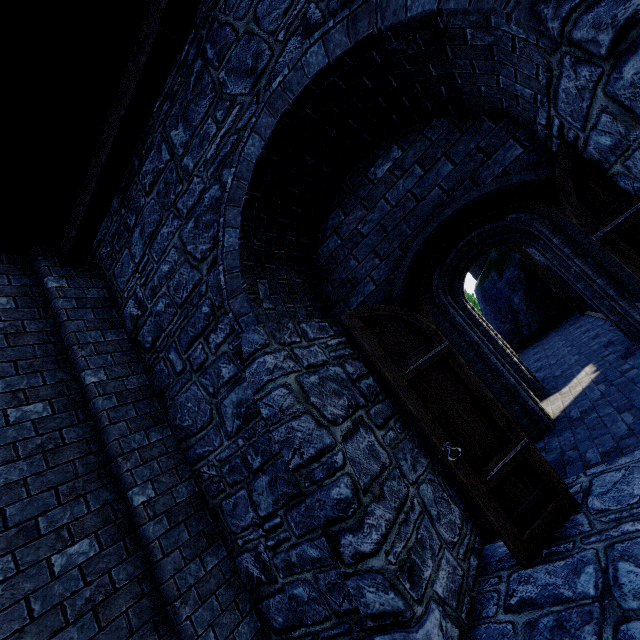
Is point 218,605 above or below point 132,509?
below
